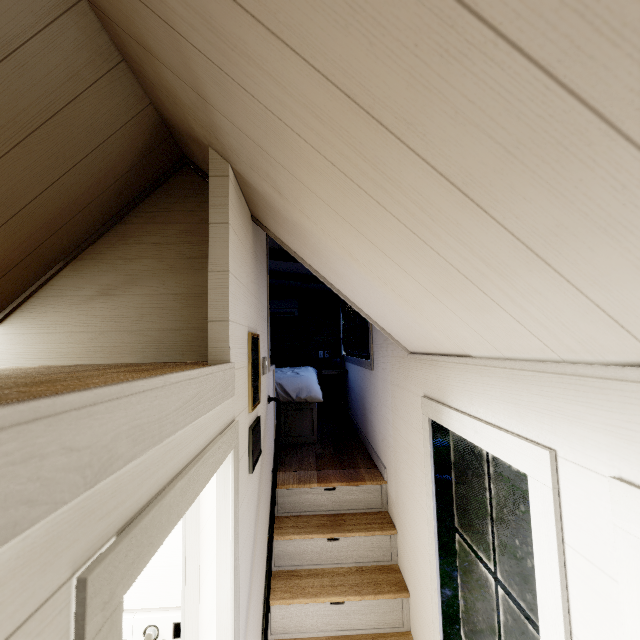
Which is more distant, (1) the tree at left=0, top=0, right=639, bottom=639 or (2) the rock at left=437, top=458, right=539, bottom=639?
(2) the rock at left=437, top=458, right=539, bottom=639

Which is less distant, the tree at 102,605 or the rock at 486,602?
the tree at 102,605

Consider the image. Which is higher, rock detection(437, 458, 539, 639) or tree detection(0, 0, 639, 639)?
tree detection(0, 0, 639, 639)

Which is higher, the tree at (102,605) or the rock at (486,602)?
the tree at (102,605)

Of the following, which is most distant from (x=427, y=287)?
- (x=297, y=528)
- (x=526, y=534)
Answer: (x=526, y=534)
